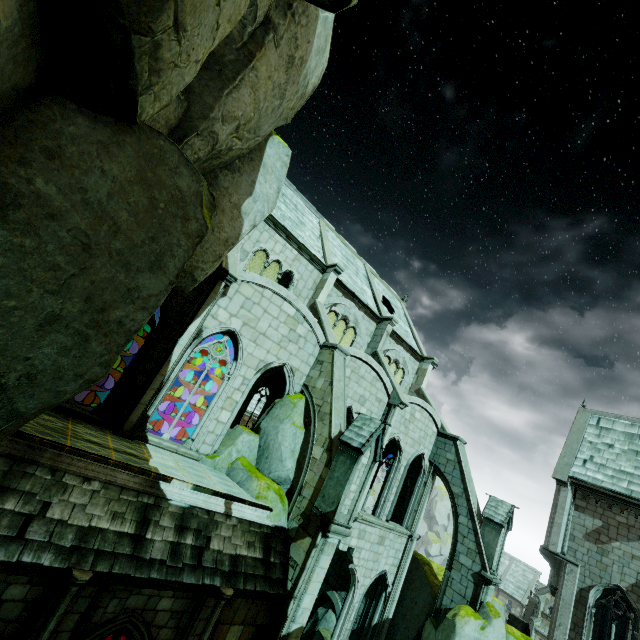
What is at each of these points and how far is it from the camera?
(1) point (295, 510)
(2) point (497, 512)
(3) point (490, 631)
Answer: (1) buttress, 10.98m
(2) merlon, 17.08m
(3) rock, 14.44m

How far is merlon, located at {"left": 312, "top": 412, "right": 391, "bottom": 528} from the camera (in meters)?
9.96

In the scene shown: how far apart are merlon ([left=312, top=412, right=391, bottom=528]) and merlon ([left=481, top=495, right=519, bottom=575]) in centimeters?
1090cm

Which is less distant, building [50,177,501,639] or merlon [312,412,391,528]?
merlon [312,412,391,528]

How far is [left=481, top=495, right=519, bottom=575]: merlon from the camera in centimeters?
1631cm

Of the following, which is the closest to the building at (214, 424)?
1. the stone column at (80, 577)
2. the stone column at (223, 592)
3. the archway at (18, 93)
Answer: the stone column at (80, 577)

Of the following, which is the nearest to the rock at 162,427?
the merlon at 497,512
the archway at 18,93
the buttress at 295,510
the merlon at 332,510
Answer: the archway at 18,93

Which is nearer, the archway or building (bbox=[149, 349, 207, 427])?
the archway
